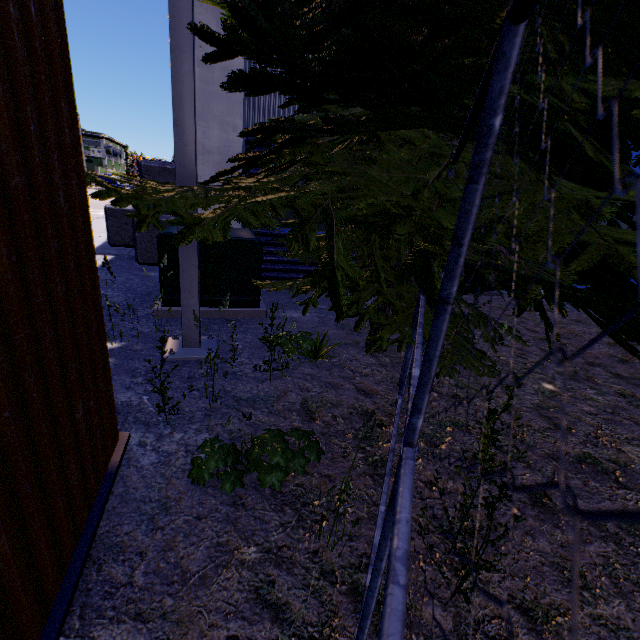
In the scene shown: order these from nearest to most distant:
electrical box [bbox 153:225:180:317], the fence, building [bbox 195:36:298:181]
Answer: the fence, electrical box [bbox 153:225:180:317], building [bbox 195:36:298:181]

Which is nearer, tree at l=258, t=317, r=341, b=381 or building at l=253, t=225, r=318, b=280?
tree at l=258, t=317, r=341, b=381

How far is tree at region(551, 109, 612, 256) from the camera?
1.6 meters

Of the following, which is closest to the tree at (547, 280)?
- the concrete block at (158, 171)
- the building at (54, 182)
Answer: the building at (54, 182)

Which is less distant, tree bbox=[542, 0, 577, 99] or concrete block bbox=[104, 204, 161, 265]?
tree bbox=[542, 0, 577, 99]

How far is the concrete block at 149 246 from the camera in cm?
623

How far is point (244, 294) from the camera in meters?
→ 4.6
